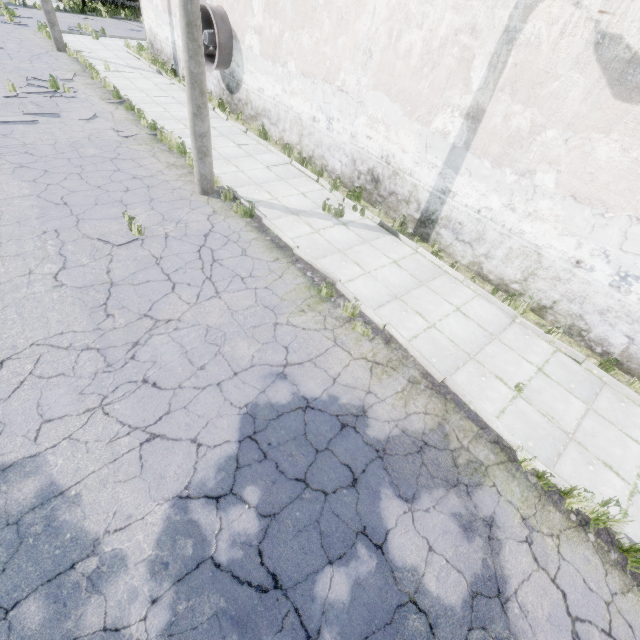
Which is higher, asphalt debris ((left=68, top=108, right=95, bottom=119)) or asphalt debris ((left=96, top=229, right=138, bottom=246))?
asphalt debris ((left=68, top=108, right=95, bottom=119))

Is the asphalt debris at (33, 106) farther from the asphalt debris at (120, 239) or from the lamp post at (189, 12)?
the asphalt debris at (120, 239)

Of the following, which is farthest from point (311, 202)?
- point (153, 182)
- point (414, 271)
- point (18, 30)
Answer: point (18, 30)

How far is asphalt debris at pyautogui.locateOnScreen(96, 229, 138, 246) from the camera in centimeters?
694cm

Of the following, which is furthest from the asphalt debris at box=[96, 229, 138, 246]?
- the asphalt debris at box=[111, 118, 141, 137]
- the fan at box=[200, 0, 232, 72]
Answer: the fan at box=[200, 0, 232, 72]

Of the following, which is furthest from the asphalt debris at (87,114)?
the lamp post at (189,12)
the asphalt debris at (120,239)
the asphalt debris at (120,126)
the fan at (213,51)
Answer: the asphalt debris at (120,239)

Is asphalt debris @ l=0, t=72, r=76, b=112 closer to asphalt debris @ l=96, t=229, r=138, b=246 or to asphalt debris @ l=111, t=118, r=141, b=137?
asphalt debris @ l=111, t=118, r=141, b=137

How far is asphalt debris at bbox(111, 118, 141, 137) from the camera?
10.9 meters
